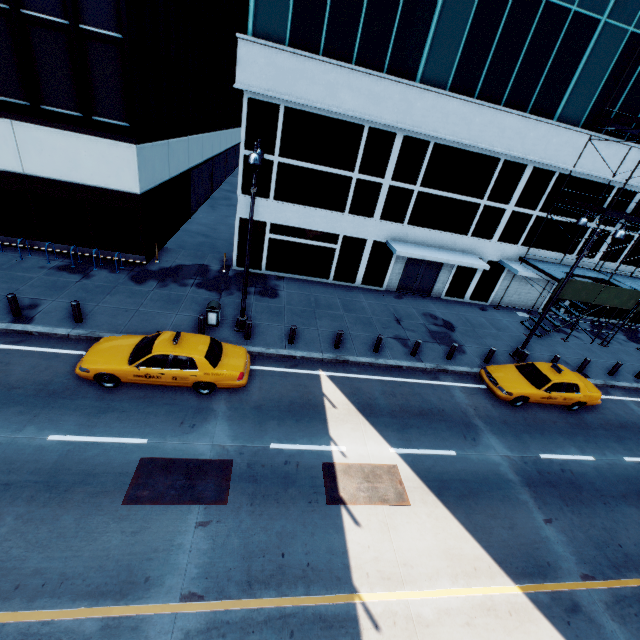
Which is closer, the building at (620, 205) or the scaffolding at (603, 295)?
the scaffolding at (603, 295)

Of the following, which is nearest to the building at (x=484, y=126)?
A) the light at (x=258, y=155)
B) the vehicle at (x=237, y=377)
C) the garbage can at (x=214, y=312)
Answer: the light at (x=258, y=155)

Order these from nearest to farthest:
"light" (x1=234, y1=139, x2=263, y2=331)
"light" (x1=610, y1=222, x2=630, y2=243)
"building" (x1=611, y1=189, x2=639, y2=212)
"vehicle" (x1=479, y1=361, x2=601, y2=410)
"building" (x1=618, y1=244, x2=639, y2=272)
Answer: "light" (x1=234, y1=139, x2=263, y2=331), "light" (x1=610, y1=222, x2=630, y2=243), "vehicle" (x1=479, y1=361, x2=601, y2=410), "building" (x1=611, y1=189, x2=639, y2=212), "building" (x1=618, y1=244, x2=639, y2=272)

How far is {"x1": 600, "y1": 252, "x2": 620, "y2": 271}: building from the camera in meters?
22.0 m

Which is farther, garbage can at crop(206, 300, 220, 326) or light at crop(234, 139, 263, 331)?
garbage can at crop(206, 300, 220, 326)

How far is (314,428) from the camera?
10.63m

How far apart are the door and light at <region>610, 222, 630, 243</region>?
8.40m

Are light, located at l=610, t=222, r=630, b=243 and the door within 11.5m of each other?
yes
